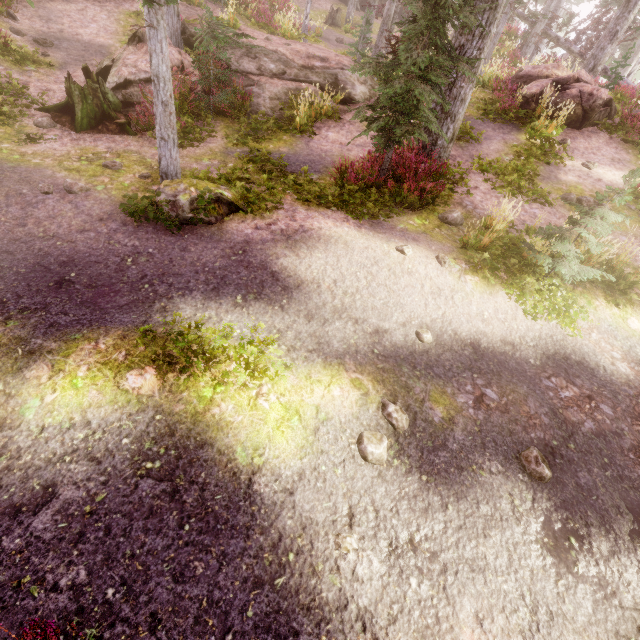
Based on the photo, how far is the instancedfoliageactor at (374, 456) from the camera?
4.1 meters

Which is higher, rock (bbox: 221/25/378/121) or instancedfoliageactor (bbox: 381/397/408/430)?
rock (bbox: 221/25/378/121)

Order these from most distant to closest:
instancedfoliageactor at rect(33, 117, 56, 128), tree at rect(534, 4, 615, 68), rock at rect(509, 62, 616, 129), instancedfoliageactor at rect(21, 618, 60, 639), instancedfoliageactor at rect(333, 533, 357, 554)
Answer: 1. tree at rect(534, 4, 615, 68)
2. rock at rect(509, 62, 616, 129)
3. instancedfoliageactor at rect(33, 117, 56, 128)
4. instancedfoliageactor at rect(333, 533, 357, 554)
5. instancedfoliageactor at rect(21, 618, 60, 639)

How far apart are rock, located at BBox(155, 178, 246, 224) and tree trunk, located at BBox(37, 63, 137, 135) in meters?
3.5

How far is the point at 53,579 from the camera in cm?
278

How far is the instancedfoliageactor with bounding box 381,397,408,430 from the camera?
4.5m

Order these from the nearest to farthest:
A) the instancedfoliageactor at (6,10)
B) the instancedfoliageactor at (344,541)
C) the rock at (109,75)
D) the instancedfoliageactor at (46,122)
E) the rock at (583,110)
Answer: the instancedfoliageactor at (344,541)
the instancedfoliageactor at (46,122)
the rock at (109,75)
the instancedfoliageactor at (6,10)
the rock at (583,110)

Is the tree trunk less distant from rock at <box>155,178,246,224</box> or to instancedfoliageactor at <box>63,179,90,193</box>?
instancedfoliageactor at <box>63,179,90,193</box>
